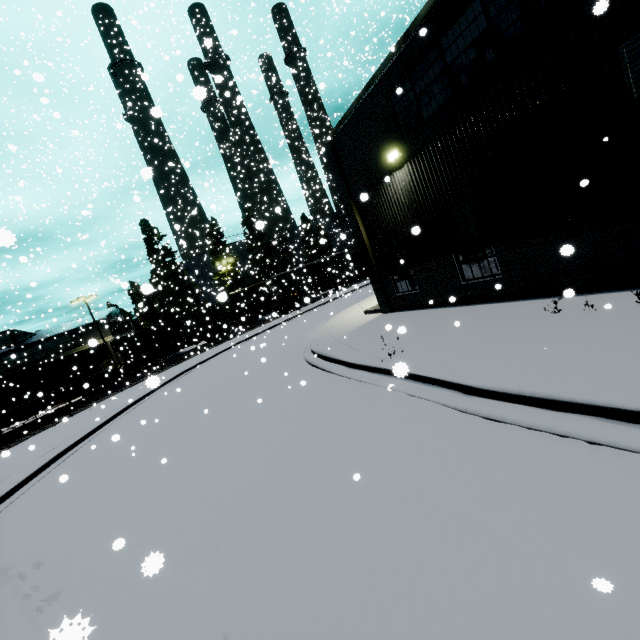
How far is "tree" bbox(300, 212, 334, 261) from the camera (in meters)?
36.75

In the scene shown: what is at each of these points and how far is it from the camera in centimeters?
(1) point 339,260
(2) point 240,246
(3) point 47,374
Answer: (1) cargo car, 4391cm
(2) silo, 5316cm
(3) coal car, 2628cm

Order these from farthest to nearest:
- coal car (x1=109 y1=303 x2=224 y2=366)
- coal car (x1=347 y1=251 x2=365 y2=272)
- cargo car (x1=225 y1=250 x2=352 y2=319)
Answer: coal car (x1=347 y1=251 x2=365 y2=272) → cargo car (x1=225 y1=250 x2=352 y2=319) → coal car (x1=109 y1=303 x2=224 y2=366)

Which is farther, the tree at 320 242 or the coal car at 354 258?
the coal car at 354 258

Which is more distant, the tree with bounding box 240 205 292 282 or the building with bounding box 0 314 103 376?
the tree with bounding box 240 205 292 282

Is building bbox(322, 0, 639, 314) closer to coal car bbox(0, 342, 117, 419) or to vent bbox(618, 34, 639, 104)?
vent bbox(618, 34, 639, 104)

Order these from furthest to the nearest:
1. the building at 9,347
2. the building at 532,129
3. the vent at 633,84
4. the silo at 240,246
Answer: the silo at 240,246 < the building at 9,347 < the building at 532,129 < the vent at 633,84

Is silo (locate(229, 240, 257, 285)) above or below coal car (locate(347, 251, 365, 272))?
above
